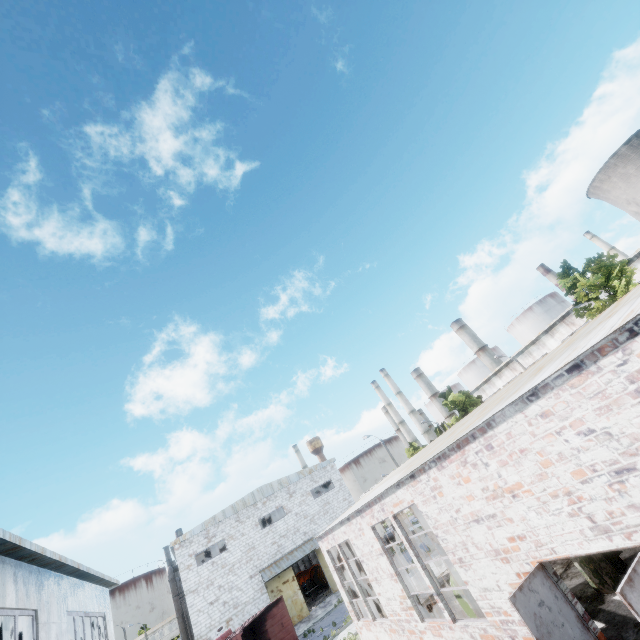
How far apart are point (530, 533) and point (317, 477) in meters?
34.5 m

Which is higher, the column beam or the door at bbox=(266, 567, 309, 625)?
the door at bbox=(266, 567, 309, 625)

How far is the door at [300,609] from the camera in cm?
2877

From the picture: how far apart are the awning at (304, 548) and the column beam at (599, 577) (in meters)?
28.23

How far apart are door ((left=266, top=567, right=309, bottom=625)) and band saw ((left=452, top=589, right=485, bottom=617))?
25.2m

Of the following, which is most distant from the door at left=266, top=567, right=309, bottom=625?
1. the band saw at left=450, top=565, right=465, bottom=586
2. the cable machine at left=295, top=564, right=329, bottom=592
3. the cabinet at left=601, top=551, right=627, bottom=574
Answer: the cabinet at left=601, top=551, right=627, bottom=574

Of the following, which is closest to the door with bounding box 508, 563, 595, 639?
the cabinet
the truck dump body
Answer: the cabinet

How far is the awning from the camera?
30.0m
